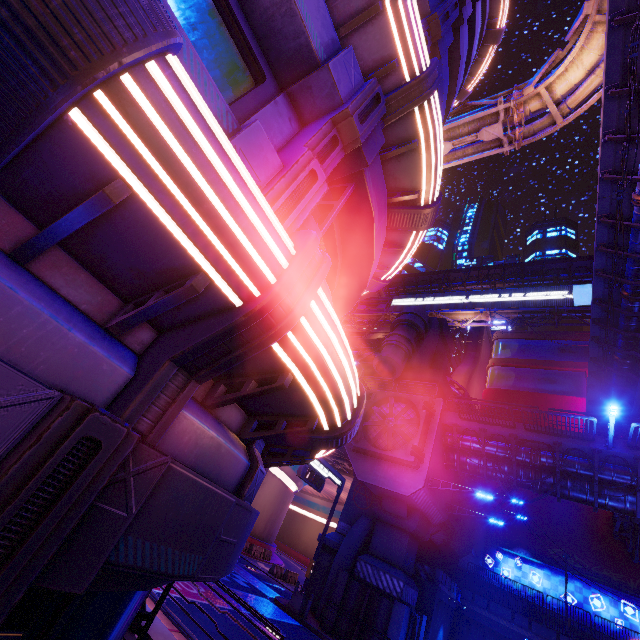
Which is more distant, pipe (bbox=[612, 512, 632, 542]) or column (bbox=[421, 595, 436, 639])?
pipe (bbox=[612, 512, 632, 542])

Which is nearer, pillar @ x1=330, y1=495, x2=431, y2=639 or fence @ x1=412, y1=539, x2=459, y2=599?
pillar @ x1=330, y1=495, x2=431, y2=639

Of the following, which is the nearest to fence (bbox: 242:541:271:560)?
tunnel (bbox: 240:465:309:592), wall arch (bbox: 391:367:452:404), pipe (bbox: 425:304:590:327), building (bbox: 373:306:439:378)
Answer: tunnel (bbox: 240:465:309:592)

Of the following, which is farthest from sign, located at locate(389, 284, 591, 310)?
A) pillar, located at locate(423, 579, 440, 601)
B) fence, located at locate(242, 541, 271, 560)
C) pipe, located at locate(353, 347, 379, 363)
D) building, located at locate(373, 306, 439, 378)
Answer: fence, located at locate(242, 541, 271, 560)

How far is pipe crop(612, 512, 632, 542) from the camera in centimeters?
2373cm

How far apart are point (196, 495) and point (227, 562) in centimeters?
126cm

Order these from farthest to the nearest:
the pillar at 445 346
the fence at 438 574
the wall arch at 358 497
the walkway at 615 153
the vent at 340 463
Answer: the pillar at 445 346
the vent at 340 463
the fence at 438 574
the wall arch at 358 497
the walkway at 615 153

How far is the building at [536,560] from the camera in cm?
2659
